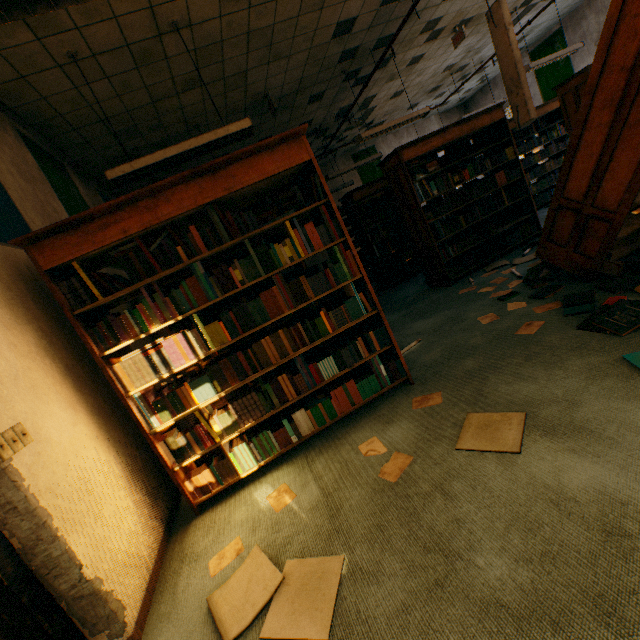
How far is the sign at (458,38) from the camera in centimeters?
587cm

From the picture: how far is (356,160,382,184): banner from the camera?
11.1m

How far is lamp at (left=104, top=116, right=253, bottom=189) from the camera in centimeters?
310cm

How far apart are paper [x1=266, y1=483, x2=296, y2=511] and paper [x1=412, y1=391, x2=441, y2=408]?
1.1m

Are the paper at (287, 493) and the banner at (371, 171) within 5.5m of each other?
no

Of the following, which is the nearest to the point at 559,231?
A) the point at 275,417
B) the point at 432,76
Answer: the point at 275,417

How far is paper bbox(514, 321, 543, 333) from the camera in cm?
270

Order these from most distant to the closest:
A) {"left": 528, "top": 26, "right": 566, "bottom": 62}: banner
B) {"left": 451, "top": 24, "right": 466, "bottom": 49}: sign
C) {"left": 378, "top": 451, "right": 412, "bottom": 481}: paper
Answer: {"left": 528, "top": 26, "right": 566, "bottom": 62}: banner < {"left": 451, "top": 24, "right": 466, "bottom": 49}: sign < {"left": 378, "top": 451, "right": 412, "bottom": 481}: paper
